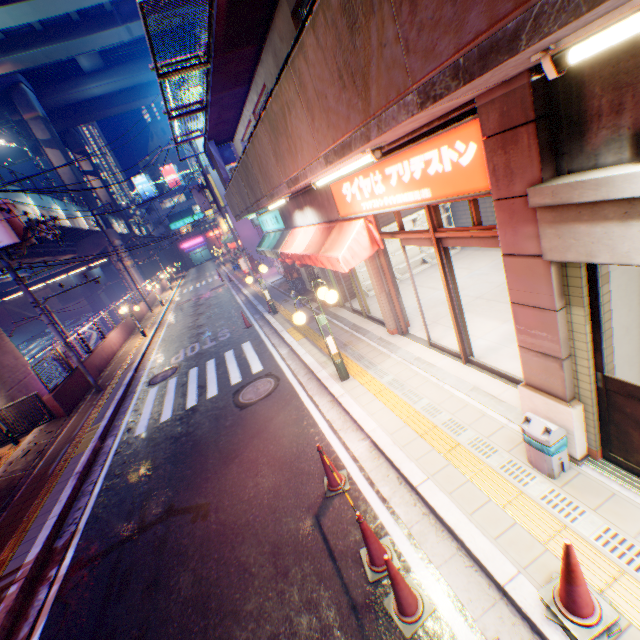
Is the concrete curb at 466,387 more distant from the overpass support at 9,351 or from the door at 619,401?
the overpass support at 9,351

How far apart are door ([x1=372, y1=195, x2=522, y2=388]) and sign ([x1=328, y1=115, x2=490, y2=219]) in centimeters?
40cm

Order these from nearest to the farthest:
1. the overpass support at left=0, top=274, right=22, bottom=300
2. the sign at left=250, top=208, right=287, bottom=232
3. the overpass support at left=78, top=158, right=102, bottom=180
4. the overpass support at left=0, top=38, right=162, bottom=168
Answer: the sign at left=250, top=208, right=287, bottom=232 → the overpass support at left=0, top=274, right=22, bottom=300 → the overpass support at left=0, top=38, right=162, bottom=168 → the overpass support at left=78, top=158, right=102, bottom=180

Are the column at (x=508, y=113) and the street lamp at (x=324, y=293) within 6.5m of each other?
yes

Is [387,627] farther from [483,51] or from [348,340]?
[348,340]

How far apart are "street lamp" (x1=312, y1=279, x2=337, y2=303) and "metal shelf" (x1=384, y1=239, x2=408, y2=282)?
4.5 meters

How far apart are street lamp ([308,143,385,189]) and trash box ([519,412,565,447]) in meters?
3.6 m

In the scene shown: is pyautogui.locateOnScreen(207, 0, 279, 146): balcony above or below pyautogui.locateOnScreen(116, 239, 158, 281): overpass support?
above
